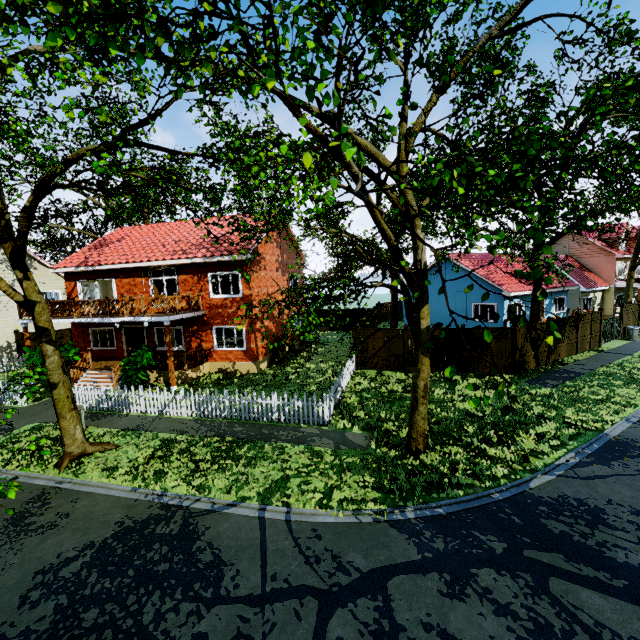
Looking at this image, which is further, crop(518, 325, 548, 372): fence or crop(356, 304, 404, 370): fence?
crop(356, 304, 404, 370): fence

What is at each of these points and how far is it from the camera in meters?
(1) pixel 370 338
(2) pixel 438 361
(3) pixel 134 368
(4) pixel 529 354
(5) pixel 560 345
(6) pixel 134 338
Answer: (1) fence, 18.0 m
(2) fence, 17.1 m
(3) plant, 15.8 m
(4) fence, 16.7 m
(5) fence, 18.3 m
(6) door, 20.6 m

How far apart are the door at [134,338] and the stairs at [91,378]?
2.1 meters

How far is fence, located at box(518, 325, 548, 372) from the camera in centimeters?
1627cm

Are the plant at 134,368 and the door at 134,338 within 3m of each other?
no

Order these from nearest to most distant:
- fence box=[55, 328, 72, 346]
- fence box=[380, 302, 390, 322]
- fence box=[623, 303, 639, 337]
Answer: fence box=[623, 303, 639, 337], fence box=[55, 328, 72, 346], fence box=[380, 302, 390, 322]
